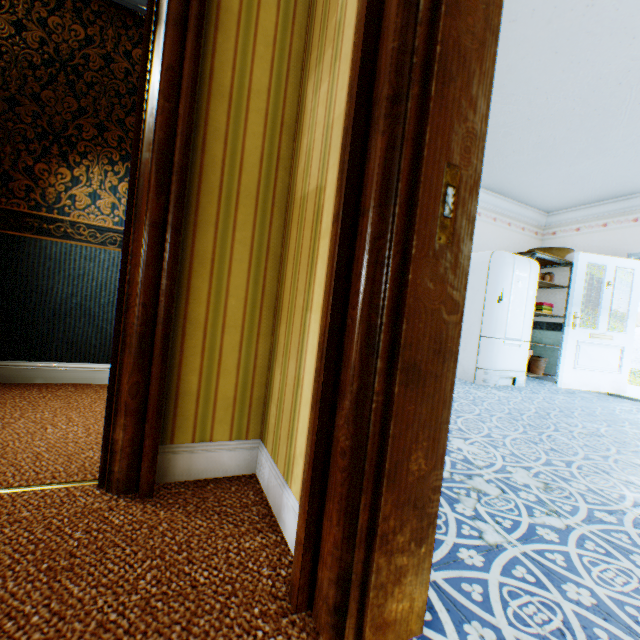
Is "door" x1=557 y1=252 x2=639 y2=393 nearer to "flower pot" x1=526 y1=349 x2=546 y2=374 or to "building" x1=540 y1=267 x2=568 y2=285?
"building" x1=540 y1=267 x2=568 y2=285

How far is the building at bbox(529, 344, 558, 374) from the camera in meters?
5.9

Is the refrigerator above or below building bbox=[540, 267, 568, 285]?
below

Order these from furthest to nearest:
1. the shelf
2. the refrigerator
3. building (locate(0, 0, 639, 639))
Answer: the shelf < the refrigerator < building (locate(0, 0, 639, 639))

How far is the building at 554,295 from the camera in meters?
5.9

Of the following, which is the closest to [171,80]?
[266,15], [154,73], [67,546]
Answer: [154,73]

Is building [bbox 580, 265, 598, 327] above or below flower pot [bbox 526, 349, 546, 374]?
above
